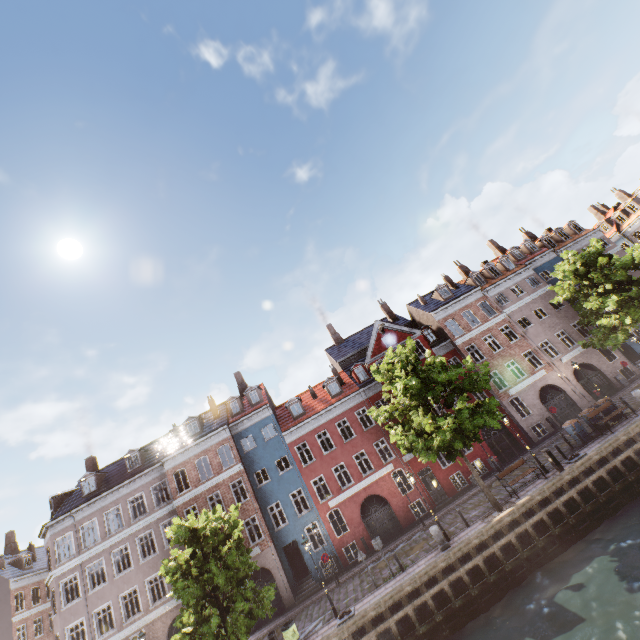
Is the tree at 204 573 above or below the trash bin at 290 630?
above

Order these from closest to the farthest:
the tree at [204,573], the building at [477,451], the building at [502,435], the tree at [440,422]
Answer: the tree at [204,573], the tree at [440,422], the building at [477,451], the building at [502,435]

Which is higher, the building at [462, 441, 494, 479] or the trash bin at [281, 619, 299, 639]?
the building at [462, 441, 494, 479]

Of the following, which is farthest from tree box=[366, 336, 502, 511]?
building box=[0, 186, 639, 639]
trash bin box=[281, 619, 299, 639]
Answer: building box=[0, 186, 639, 639]

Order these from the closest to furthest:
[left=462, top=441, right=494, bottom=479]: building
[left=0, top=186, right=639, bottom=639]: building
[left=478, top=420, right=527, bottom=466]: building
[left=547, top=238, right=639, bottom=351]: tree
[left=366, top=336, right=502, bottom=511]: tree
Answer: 1. [left=366, top=336, right=502, bottom=511]: tree
2. [left=547, top=238, right=639, bottom=351]: tree
3. [left=0, top=186, right=639, bottom=639]: building
4. [left=462, top=441, right=494, bottom=479]: building
5. [left=478, top=420, right=527, bottom=466]: building

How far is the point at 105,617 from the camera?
29.6m
